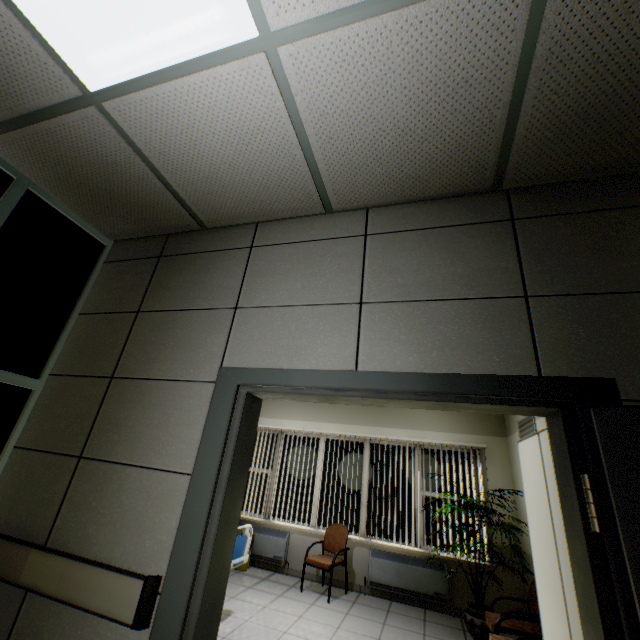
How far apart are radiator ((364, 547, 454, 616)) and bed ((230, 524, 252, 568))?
2.32m

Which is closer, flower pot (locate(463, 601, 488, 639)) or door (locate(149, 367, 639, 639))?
door (locate(149, 367, 639, 639))

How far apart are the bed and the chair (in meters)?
1.89

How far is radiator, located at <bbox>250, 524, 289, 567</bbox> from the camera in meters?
5.7 m

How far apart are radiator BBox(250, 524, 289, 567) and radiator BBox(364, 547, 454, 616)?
1.5m

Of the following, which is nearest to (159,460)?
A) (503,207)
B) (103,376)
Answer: (103,376)

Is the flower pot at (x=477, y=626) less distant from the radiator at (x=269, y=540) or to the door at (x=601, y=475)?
the radiator at (x=269, y=540)

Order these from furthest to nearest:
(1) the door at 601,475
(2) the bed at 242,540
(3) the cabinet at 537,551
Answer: (2) the bed at 242,540
(3) the cabinet at 537,551
(1) the door at 601,475
